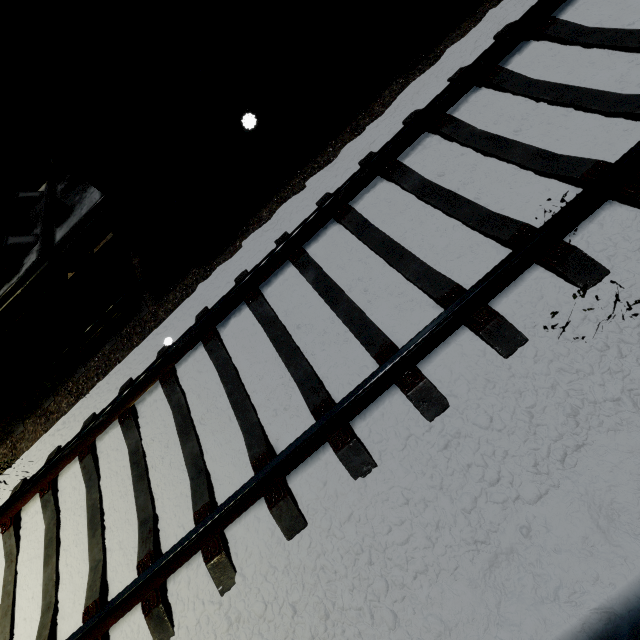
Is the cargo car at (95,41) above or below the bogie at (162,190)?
above

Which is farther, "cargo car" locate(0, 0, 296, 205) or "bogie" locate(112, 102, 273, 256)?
"bogie" locate(112, 102, 273, 256)

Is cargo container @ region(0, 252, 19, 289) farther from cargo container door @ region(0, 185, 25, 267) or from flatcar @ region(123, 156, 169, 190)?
flatcar @ region(123, 156, 169, 190)

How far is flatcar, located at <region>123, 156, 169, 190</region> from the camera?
4.1m

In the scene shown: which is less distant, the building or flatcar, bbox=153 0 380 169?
flatcar, bbox=153 0 380 169

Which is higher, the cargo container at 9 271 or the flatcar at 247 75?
the cargo container at 9 271

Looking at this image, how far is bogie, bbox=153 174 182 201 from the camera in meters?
4.5

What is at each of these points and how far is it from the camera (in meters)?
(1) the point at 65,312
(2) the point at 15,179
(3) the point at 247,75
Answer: (1) bogie, 5.00
(2) building, 7.29
(3) flatcar, 4.12
